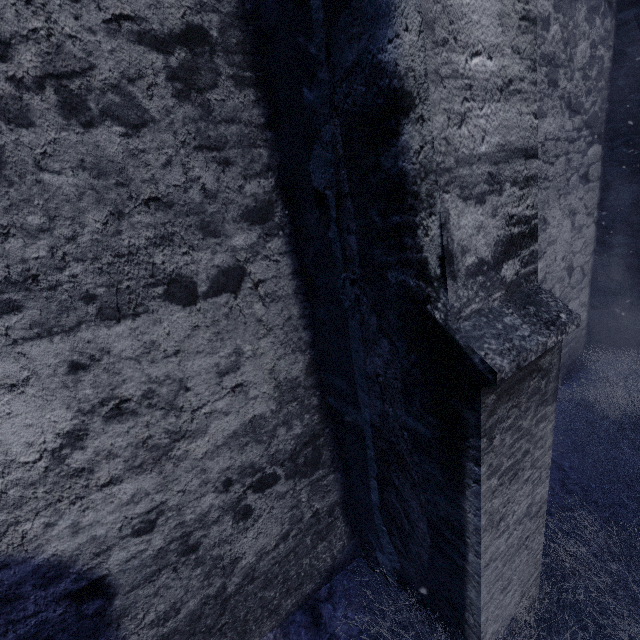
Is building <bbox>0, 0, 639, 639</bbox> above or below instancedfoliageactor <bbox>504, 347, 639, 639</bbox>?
above

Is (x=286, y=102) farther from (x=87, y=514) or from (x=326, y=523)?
(x=326, y=523)

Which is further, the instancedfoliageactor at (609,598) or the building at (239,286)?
the instancedfoliageactor at (609,598)

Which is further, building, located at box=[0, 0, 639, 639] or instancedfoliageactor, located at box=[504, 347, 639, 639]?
instancedfoliageactor, located at box=[504, 347, 639, 639]
